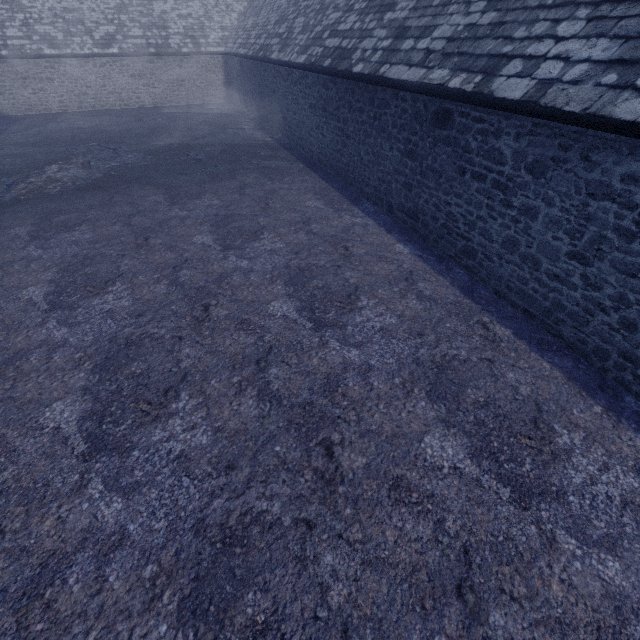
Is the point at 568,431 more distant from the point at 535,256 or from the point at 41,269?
the point at 41,269
